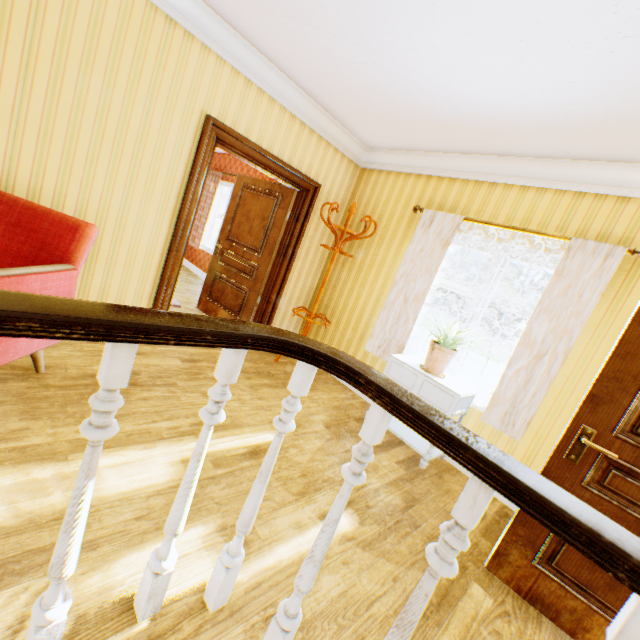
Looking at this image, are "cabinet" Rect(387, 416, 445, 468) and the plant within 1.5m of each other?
yes

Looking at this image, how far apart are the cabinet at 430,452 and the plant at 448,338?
0.32m

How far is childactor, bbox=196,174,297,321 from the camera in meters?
4.5 m

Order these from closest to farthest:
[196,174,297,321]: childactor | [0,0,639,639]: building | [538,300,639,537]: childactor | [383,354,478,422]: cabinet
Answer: [0,0,639,639]: building, [538,300,639,537]: childactor, [383,354,478,422]: cabinet, [196,174,297,321]: childactor

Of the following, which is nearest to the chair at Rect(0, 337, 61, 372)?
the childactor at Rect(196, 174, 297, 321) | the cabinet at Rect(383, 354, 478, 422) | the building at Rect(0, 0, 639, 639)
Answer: the building at Rect(0, 0, 639, 639)

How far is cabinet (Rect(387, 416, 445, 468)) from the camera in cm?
304

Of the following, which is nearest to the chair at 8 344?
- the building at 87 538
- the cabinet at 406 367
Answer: the building at 87 538

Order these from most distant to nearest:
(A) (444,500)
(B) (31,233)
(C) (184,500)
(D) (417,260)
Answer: (D) (417,260)
(A) (444,500)
(B) (31,233)
(C) (184,500)
